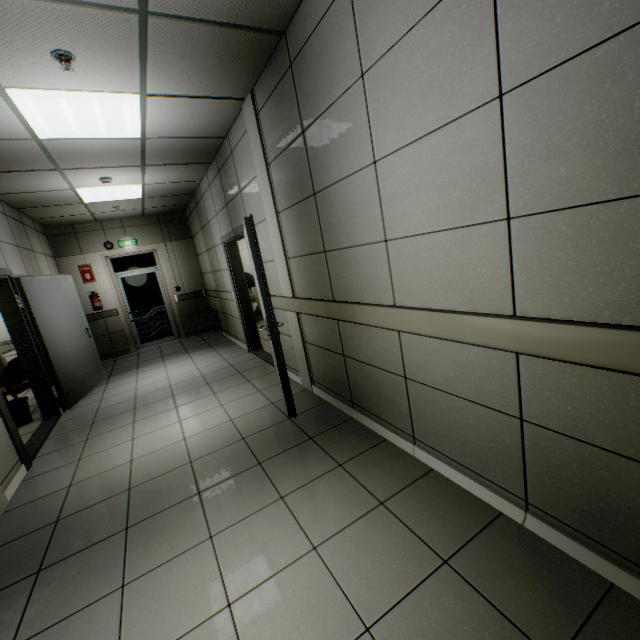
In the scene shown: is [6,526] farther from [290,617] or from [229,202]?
[229,202]

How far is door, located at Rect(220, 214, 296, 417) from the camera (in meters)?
2.98

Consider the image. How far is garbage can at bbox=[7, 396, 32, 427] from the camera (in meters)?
4.55

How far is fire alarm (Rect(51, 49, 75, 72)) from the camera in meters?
2.2 m

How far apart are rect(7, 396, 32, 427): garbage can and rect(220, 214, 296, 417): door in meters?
3.3 m

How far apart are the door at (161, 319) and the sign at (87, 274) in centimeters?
49cm

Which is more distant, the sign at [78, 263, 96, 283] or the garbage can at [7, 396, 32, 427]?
the sign at [78, 263, 96, 283]

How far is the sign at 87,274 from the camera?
7.63m
